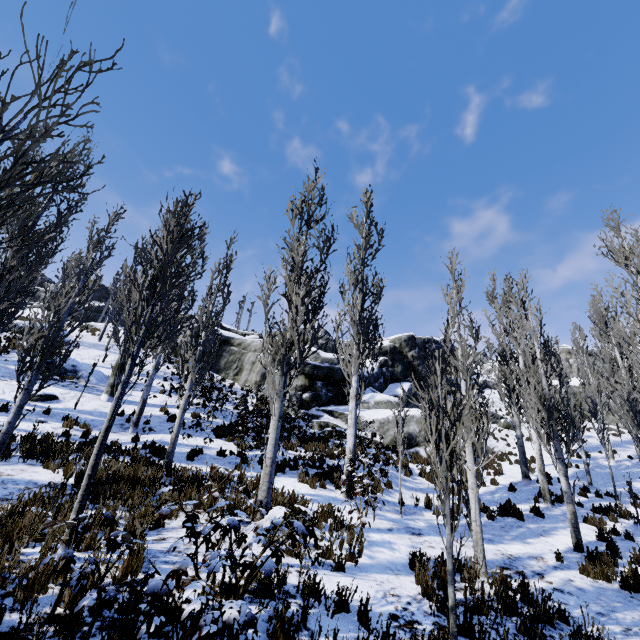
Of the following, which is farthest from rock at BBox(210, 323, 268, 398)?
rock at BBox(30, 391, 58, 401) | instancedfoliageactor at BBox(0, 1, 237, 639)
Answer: rock at BBox(30, 391, 58, 401)

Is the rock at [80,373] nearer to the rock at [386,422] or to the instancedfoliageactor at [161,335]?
the instancedfoliageactor at [161,335]

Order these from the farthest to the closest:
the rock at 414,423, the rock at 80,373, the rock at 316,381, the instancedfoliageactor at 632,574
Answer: the rock at 316,381
the rock at 414,423
the rock at 80,373
the instancedfoliageactor at 632,574

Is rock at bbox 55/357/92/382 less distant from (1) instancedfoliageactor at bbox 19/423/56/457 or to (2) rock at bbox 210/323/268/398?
(1) instancedfoliageactor at bbox 19/423/56/457

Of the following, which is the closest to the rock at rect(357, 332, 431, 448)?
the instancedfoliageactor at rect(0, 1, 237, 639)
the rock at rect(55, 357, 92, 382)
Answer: the instancedfoliageactor at rect(0, 1, 237, 639)

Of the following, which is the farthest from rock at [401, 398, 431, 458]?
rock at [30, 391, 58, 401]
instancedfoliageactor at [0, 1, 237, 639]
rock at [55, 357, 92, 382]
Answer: rock at [30, 391, 58, 401]

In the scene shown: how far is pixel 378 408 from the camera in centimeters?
2117cm
